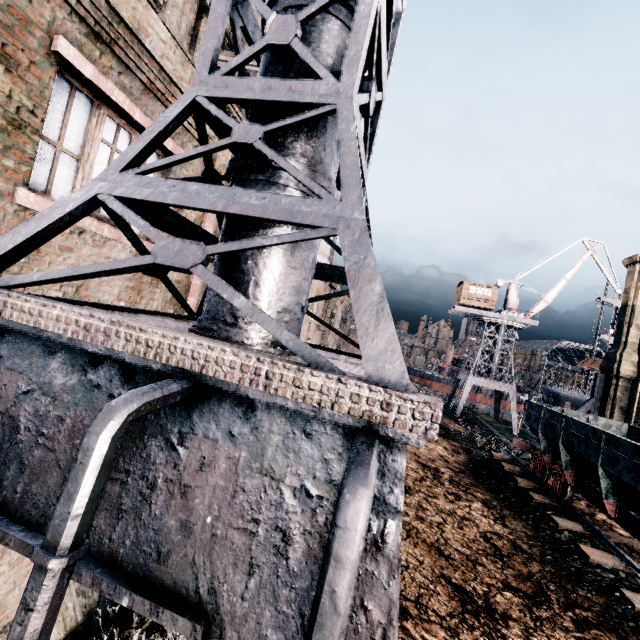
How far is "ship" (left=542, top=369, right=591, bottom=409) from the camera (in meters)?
43.11

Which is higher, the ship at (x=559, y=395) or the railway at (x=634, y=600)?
the ship at (x=559, y=395)

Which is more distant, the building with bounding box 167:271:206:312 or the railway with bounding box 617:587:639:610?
the railway with bounding box 617:587:639:610

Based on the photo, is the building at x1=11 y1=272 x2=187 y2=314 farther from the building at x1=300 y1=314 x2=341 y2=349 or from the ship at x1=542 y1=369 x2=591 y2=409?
the building at x1=300 y1=314 x2=341 y2=349

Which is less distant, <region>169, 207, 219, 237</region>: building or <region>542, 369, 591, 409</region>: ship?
<region>169, 207, 219, 237</region>: building

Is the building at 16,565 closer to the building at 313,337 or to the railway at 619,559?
the railway at 619,559

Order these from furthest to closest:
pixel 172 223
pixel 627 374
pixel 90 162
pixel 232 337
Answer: pixel 627 374 → pixel 90 162 → pixel 172 223 → pixel 232 337

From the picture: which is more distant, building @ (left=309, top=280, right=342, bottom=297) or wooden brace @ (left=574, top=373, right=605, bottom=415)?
building @ (left=309, top=280, right=342, bottom=297)
